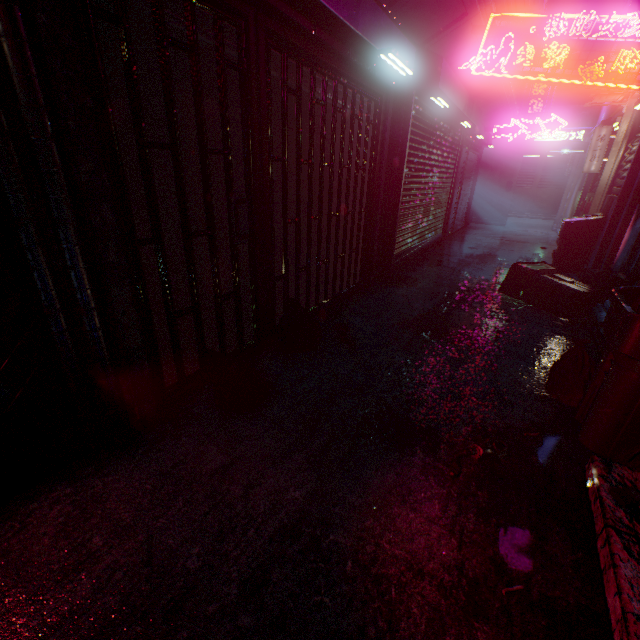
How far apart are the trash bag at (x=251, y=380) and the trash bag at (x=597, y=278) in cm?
431

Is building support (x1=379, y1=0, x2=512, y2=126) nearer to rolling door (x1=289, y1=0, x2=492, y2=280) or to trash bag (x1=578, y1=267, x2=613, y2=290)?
rolling door (x1=289, y1=0, x2=492, y2=280)

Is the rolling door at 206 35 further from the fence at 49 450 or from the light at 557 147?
the light at 557 147

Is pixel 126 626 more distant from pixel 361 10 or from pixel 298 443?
pixel 361 10

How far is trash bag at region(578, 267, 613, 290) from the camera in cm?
405

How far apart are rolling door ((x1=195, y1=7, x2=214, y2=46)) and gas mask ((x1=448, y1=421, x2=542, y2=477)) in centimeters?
282cm

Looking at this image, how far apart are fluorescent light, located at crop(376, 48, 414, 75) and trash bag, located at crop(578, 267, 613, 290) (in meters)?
3.32

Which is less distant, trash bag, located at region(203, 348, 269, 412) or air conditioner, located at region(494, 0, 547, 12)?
trash bag, located at region(203, 348, 269, 412)
